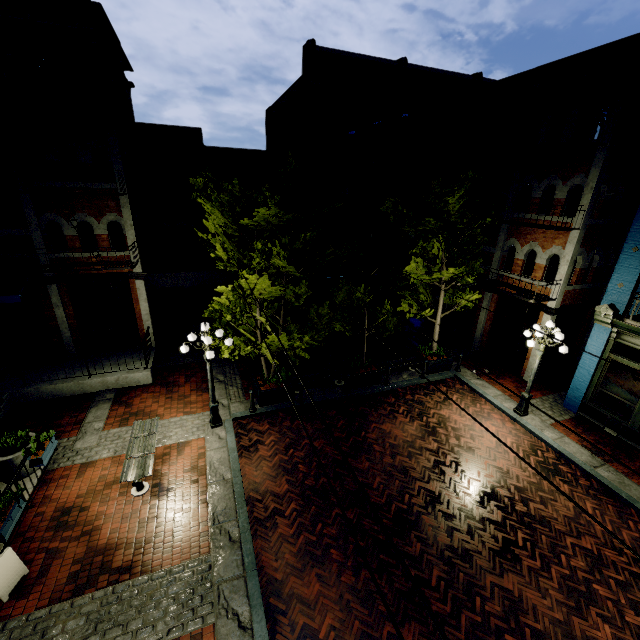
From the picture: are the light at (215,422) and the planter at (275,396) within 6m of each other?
yes

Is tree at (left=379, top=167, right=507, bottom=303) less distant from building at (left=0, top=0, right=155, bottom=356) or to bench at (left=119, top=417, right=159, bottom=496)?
building at (left=0, top=0, right=155, bottom=356)

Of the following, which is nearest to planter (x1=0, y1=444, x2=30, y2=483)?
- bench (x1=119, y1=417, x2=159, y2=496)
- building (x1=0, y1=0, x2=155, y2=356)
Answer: bench (x1=119, y1=417, x2=159, y2=496)

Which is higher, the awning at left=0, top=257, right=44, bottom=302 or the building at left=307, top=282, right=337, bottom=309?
the awning at left=0, top=257, right=44, bottom=302

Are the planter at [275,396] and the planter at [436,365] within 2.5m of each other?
no

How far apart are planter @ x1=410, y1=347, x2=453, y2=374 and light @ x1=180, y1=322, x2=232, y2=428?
8.6 meters

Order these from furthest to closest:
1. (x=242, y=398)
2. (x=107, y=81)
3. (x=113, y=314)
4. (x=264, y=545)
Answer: (x=113, y=314), (x=242, y=398), (x=107, y=81), (x=264, y=545)

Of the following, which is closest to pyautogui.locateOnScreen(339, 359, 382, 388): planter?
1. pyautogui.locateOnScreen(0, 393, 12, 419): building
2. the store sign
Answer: the store sign
